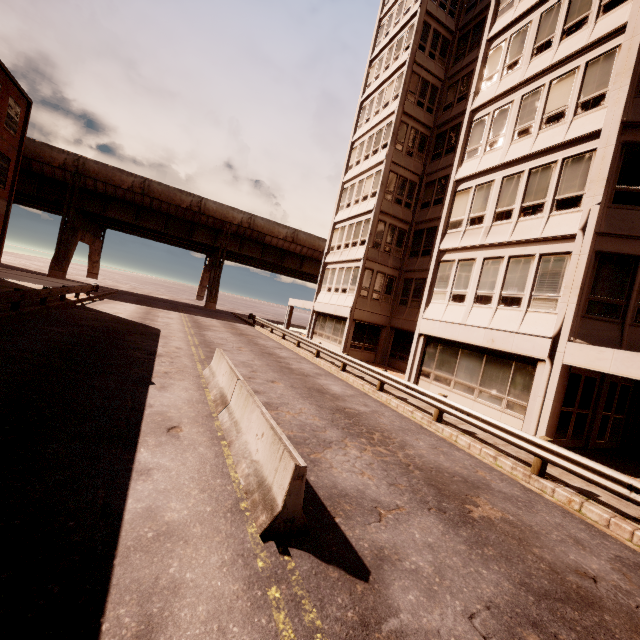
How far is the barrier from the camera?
4.20m

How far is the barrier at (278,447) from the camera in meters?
4.2

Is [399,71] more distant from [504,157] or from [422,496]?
[422,496]

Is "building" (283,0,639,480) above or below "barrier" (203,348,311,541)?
above

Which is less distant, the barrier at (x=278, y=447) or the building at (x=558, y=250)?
the barrier at (x=278, y=447)

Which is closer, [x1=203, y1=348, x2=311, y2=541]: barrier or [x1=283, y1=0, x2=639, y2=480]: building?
[x1=203, y1=348, x2=311, y2=541]: barrier
